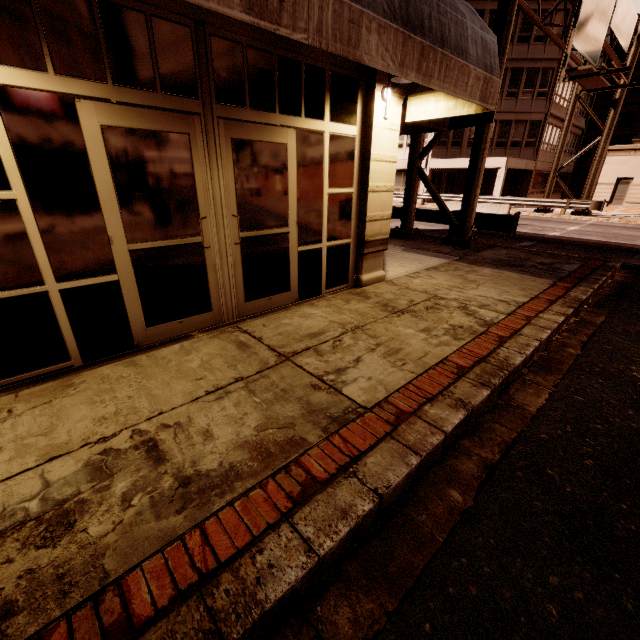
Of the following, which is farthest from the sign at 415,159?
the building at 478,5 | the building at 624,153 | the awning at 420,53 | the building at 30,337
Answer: the building at 624,153

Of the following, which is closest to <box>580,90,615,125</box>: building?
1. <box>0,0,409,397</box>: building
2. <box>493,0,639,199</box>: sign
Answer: <box>493,0,639,199</box>: sign

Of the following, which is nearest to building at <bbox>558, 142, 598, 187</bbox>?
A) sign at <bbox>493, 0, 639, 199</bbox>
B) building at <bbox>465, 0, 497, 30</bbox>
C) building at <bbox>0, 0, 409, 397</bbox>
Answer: → building at <bbox>465, 0, 497, 30</bbox>

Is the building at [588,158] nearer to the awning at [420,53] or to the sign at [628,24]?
the sign at [628,24]

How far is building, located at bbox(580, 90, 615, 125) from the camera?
34.97m

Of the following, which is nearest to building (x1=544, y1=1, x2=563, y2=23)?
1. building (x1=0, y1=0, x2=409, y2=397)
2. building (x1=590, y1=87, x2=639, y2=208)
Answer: building (x1=590, y1=87, x2=639, y2=208)

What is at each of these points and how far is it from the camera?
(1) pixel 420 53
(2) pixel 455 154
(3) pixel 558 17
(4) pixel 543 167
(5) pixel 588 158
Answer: (1) awning, 3.2m
(2) building, 29.6m
(3) building, 25.5m
(4) building, 31.3m
(5) building, 44.1m
